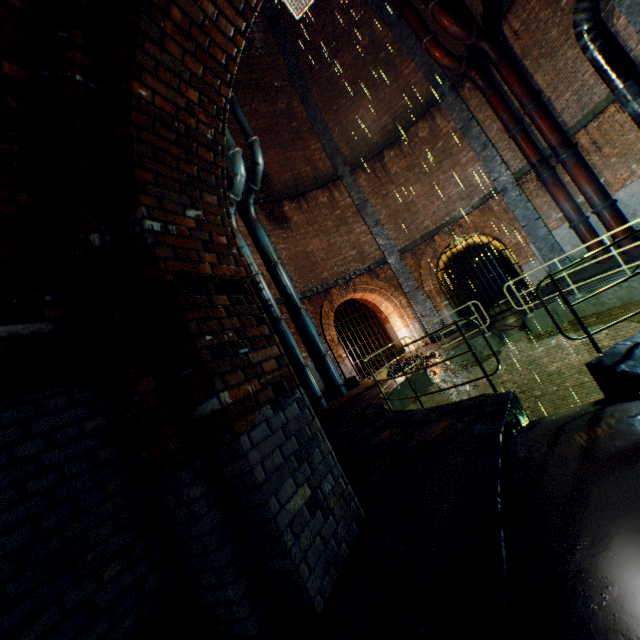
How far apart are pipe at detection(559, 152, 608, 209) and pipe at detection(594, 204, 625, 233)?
0.1 meters

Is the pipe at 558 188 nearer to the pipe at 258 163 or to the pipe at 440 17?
the pipe at 440 17

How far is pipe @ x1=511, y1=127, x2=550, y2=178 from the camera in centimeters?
1178cm

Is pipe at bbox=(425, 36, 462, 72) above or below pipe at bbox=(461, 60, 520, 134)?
above

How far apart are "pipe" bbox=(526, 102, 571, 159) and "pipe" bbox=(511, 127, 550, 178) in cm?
32

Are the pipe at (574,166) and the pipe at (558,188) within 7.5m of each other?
yes

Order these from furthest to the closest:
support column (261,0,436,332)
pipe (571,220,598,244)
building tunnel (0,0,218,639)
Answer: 1. support column (261,0,436,332)
2. pipe (571,220,598,244)
3. building tunnel (0,0,218,639)

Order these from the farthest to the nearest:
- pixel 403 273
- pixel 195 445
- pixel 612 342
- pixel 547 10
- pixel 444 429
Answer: pixel 403 273 < pixel 547 10 < pixel 612 342 < pixel 444 429 < pixel 195 445
